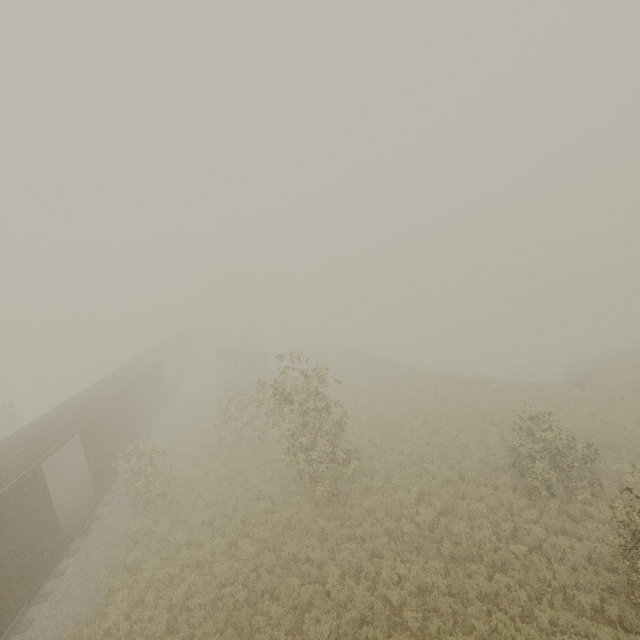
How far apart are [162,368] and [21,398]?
34.5m
